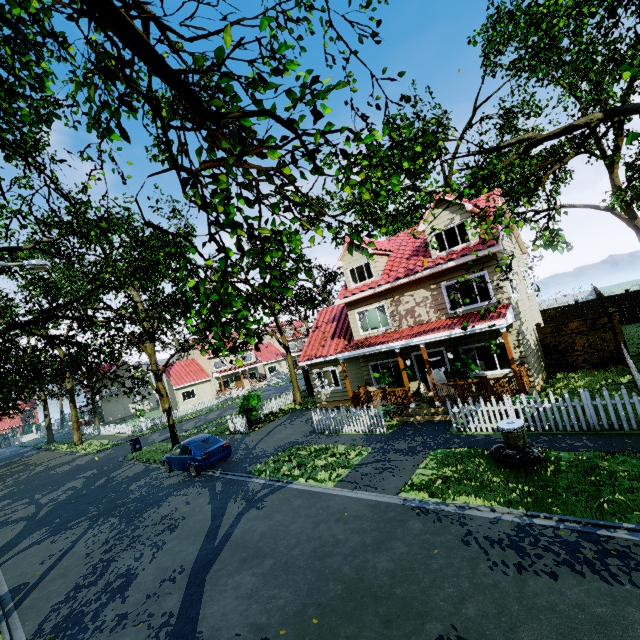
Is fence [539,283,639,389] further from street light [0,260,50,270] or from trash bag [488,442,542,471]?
street light [0,260,50,270]

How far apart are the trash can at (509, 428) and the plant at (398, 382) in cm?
595

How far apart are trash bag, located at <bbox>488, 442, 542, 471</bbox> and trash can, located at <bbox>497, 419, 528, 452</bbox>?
0.0 meters

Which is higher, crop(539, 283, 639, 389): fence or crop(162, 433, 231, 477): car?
crop(539, 283, 639, 389): fence

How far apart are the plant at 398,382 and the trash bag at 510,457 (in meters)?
6.01

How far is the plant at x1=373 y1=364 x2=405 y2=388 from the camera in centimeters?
1522cm

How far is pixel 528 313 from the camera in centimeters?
1591cm

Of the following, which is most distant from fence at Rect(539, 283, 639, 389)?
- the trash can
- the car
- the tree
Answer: Answer: the car
